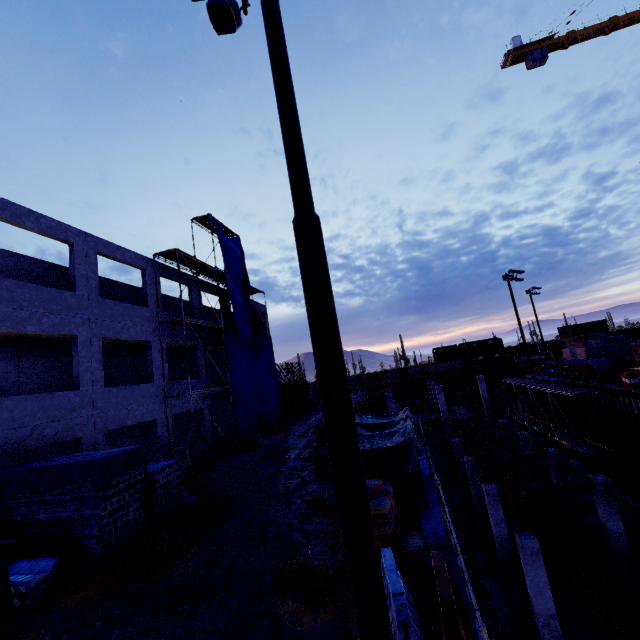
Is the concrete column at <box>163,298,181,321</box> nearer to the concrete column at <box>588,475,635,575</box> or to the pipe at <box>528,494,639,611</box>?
the pipe at <box>528,494,639,611</box>

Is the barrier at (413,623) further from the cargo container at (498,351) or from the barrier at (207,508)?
the cargo container at (498,351)

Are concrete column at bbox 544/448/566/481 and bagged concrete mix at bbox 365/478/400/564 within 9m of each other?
no

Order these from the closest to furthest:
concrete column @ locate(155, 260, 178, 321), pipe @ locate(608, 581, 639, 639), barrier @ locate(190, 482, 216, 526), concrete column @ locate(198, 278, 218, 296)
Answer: barrier @ locate(190, 482, 216, 526), pipe @ locate(608, 581, 639, 639), concrete column @ locate(155, 260, 178, 321), concrete column @ locate(198, 278, 218, 296)

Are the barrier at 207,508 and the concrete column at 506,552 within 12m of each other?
no

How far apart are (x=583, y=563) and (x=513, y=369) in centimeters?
4826cm

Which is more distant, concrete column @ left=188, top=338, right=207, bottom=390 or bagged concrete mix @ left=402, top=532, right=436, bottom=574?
concrete column @ left=188, top=338, right=207, bottom=390

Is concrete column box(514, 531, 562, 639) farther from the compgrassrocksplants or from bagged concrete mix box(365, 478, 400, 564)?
the compgrassrocksplants
